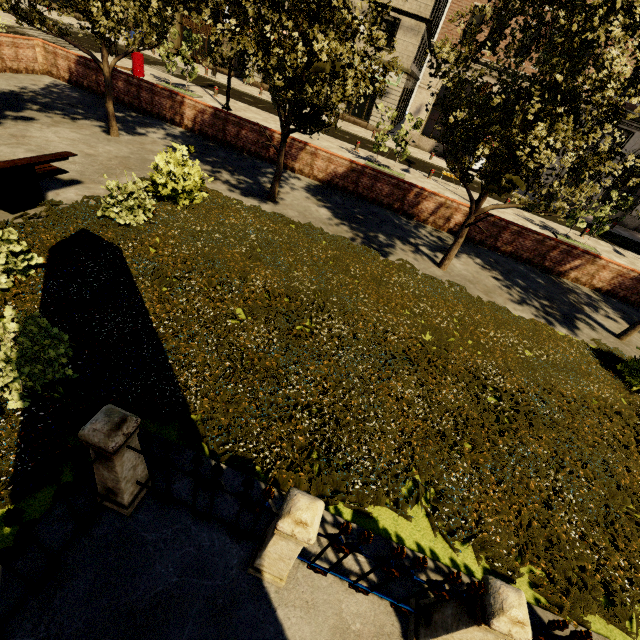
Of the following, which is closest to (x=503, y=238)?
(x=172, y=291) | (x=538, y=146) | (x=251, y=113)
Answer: (x=538, y=146)

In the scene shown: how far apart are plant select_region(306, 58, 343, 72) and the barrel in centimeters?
1889cm

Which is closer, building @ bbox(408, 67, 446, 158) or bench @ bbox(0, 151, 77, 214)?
bench @ bbox(0, 151, 77, 214)

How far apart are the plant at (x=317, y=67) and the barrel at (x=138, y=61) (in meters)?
18.89

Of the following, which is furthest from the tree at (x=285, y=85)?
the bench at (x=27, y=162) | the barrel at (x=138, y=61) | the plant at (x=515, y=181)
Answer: the barrel at (x=138, y=61)

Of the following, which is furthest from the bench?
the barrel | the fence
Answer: the barrel

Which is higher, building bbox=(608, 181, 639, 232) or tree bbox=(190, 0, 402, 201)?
tree bbox=(190, 0, 402, 201)

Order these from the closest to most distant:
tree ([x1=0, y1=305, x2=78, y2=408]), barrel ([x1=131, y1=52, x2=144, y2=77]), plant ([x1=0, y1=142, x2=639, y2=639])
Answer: tree ([x1=0, y1=305, x2=78, y2=408])
plant ([x1=0, y1=142, x2=639, y2=639])
barrel ([x1=131, y1=52, x2=144, y2=77])
